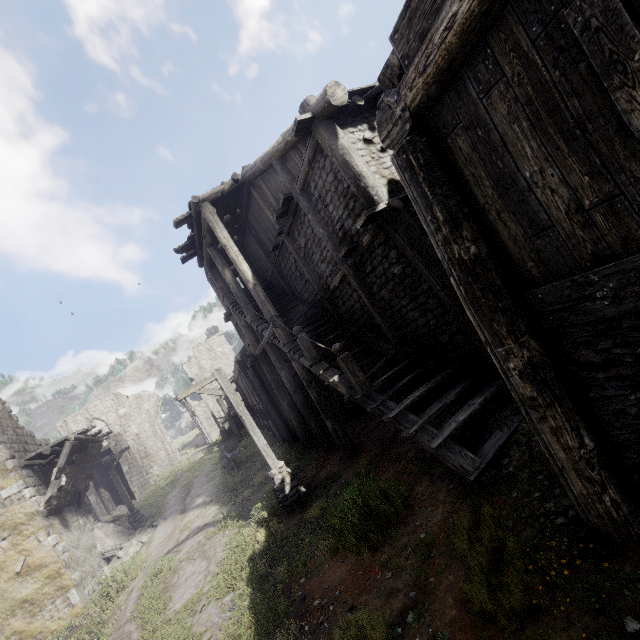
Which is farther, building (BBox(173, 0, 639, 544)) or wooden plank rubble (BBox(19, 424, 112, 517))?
wooden plank rubble (BBox(19, 424, 112, 517))

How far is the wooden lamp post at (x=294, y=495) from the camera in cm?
952

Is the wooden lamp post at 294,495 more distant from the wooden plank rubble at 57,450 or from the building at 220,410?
the wooden plank rubble at 57,450

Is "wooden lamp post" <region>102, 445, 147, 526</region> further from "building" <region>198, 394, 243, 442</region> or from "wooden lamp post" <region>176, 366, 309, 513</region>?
"wooden lamp post" <region>176, 366, 309, 513</region>

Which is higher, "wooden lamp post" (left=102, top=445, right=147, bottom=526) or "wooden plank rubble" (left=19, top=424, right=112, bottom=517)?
"wooden plank rubble" (left=19, top=424, right=112, bottom=517)

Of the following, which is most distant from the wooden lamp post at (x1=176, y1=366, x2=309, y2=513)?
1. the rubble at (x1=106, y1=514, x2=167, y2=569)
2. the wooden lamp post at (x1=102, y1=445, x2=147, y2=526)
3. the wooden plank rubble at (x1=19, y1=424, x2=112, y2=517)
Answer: the wooden lamp post at (x1=102, y1=445, x2=147, y2=526)

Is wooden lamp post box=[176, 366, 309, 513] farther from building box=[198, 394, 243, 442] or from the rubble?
the rubble

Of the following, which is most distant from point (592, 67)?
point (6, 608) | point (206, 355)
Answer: point (206, 355)
